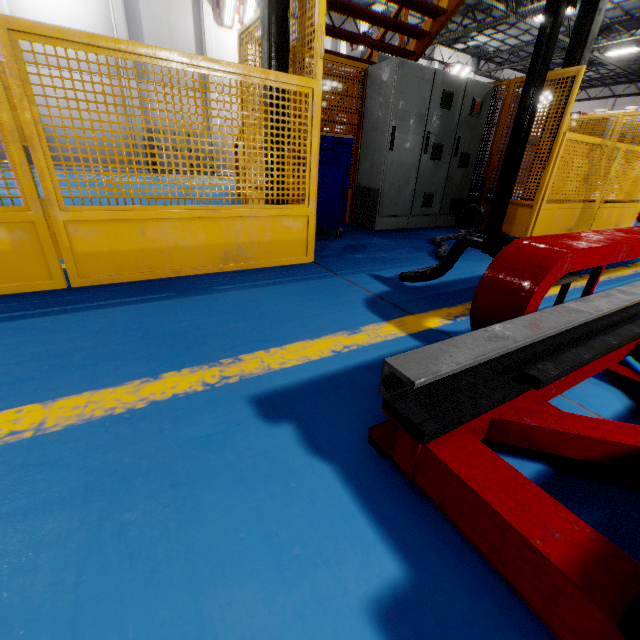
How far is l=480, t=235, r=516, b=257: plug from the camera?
1.93m

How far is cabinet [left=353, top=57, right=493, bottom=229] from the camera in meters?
4.4

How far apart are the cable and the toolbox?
1.2m

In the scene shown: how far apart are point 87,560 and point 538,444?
1.3m

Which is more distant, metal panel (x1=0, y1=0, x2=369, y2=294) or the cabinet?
the cabinet

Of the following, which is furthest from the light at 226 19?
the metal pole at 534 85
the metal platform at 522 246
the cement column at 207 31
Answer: the metal platform at 522 246

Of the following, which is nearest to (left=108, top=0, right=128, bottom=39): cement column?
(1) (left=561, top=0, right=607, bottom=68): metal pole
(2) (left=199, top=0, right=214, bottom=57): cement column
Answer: (2) (left=199, top=0, right=214, bottom=57): cement column

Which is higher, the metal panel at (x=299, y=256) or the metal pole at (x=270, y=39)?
the metal pole at (x=270, y=39)
